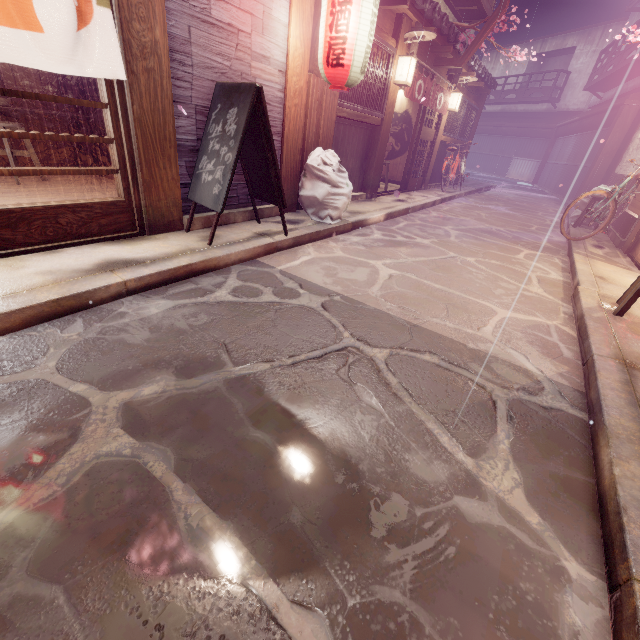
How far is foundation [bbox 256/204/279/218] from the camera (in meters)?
8.34

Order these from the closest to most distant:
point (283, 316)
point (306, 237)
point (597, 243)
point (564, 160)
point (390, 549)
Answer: point (390, 549) → point (283, 316) → point (306, 237) → point (597, 243) → point (564, 160)

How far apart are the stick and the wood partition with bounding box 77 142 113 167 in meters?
5.6

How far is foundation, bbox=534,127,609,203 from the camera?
23.23m

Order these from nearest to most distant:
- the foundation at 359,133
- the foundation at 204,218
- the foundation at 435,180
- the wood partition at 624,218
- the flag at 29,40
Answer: the flag at 29,40 < the foundation at 204,218 < the foundation at 359,133 < the wood partition at 624,218 < the foundation at 435,180

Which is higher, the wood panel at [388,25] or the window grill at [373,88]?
the wood panel at [388,25]

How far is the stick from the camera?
8.42m

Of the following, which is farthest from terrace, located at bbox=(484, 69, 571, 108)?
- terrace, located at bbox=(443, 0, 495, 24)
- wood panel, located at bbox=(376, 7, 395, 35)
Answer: Answer: wood panel, located at bbox=(376, 7, 395, 35)
